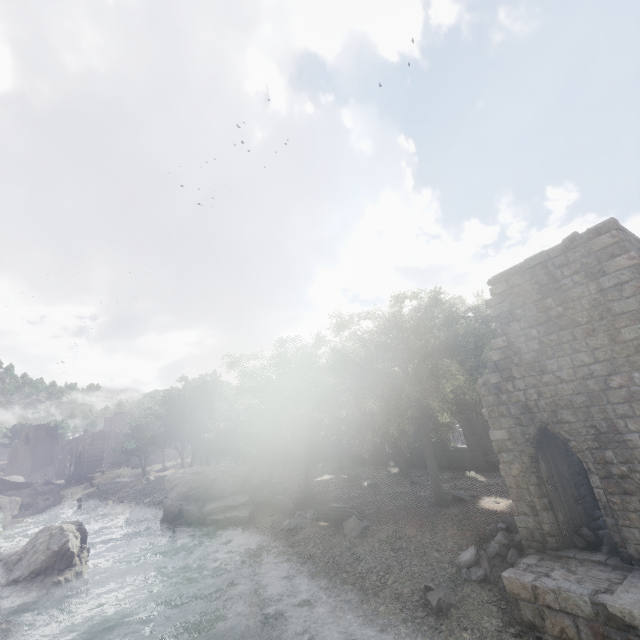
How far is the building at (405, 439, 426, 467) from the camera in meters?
30.6 m

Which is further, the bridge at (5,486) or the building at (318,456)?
the bridge at (5,486)

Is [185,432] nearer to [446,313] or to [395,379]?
[395,379]

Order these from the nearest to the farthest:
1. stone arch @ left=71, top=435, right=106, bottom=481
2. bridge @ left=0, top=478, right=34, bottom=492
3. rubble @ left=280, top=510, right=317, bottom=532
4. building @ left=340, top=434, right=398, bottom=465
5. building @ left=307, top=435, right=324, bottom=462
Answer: rubble @ left=280, top=510, right=317, bottom=532 < building @ left=340, top=434, right=398, bottom=465 < building @ left=307, top=435, right=324, bottom=462 < bridge @ left=0, top=478, right=34, bottom=492 < stone arch @ left=71, top=435, right=106, bottom=481

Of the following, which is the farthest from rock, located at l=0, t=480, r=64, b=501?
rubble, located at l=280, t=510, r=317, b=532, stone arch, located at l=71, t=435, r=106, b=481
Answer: rubble, located at l=280, t=510, r=317, b=532

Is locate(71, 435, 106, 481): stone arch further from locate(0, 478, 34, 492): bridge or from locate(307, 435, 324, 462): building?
locate(0, 478, 34, 492): bridge

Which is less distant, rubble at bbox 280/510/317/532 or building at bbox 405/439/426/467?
rubble at bbox 280/510/317/532

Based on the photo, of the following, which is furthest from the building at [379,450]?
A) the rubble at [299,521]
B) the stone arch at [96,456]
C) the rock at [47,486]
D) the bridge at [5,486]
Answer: the rock at [47,486]
